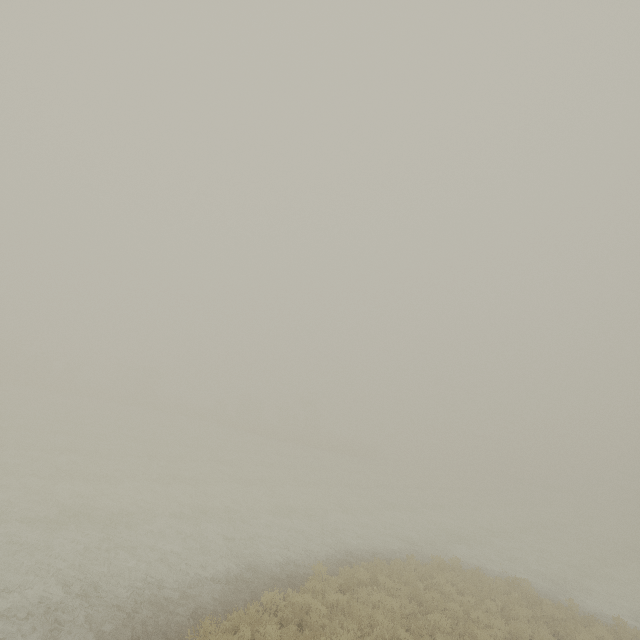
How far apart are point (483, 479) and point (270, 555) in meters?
57.7 m
